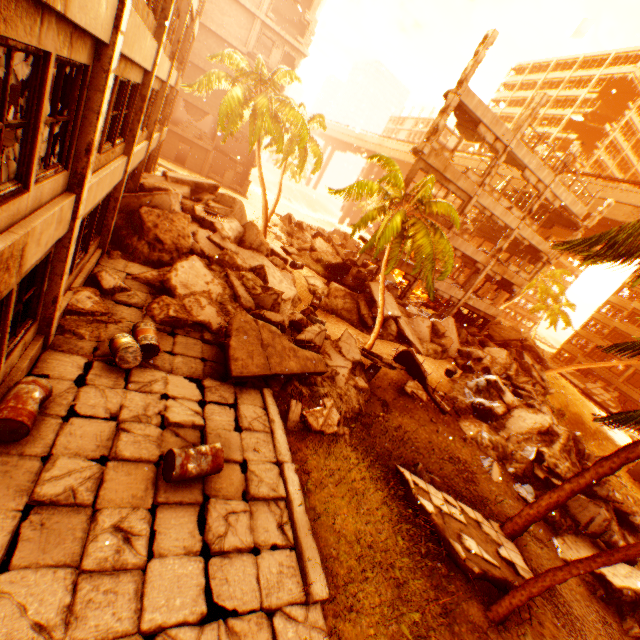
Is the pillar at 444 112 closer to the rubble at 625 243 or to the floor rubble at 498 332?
the rubble at 625 243

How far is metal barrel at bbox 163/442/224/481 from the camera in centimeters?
546cm

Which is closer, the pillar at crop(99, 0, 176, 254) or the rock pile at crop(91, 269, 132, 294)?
the pillar at crop(99, 0, 176, 254)

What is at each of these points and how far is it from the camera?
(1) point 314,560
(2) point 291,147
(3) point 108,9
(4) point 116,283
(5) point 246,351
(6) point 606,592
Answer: (1) concrete curb, 5.79m
(2) rubble, 29.30m
(3) wall corner piece, 4.19m
(4) rock pile, 9.34m
(5) floor rubble, 9.01m
(6) rock pile, 9.72m

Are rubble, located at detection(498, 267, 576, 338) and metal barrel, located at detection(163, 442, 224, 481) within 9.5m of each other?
no

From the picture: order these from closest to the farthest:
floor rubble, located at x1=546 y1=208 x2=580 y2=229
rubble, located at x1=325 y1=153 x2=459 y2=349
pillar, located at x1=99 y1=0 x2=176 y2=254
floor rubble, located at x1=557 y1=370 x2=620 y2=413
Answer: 1. pillar, located at x1=99 y1=0 x2=176 y2=254
2. rubble, located at x1=325 y1=153 x2=459 y2=349
3. floor rubble, located at x1=546 y1=208 x2=580 y2=229
4. floor rubble, located at x1=557 y1=370 x2=620 y2=413

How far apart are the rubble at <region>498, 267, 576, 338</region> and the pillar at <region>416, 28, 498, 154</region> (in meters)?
33.09

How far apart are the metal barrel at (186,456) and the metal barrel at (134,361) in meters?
2.4 m
